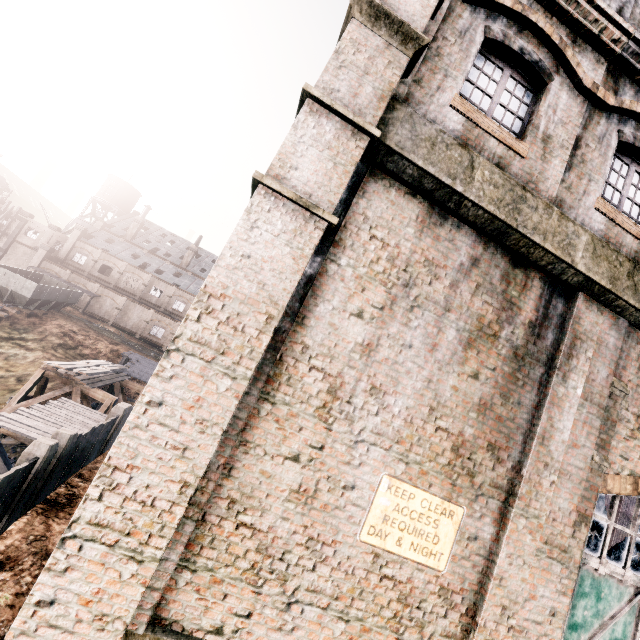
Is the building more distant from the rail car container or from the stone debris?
the rail car container

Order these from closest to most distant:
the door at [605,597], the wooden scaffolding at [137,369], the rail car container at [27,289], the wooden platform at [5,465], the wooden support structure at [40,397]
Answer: the door at [605,597]
the wooden platform at [5,465]
the wooden support structure at [40,397]
the wooden scaffolding at [137,369]
the rail car container at [27,289]

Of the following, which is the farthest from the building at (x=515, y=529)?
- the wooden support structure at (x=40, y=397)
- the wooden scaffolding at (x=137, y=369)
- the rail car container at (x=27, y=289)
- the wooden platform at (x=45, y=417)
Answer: the rail car container at (x=27, y=289)

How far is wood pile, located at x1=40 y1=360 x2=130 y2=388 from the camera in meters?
18.9

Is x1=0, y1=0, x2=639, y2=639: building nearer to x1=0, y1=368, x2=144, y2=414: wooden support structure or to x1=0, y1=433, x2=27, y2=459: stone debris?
x1=0, y1=368, x2=144, y2=414: wooden support structure

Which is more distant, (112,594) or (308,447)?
(308,447)

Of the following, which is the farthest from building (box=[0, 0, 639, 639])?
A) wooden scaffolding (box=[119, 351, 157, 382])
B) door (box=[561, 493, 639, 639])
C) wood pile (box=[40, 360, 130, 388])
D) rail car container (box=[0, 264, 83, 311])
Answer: rail car container (box=[0, 264, 83, 311])

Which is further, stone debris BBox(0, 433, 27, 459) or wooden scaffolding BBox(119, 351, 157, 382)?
wooden scaffolding BBox(119, 351, 157, 382)
